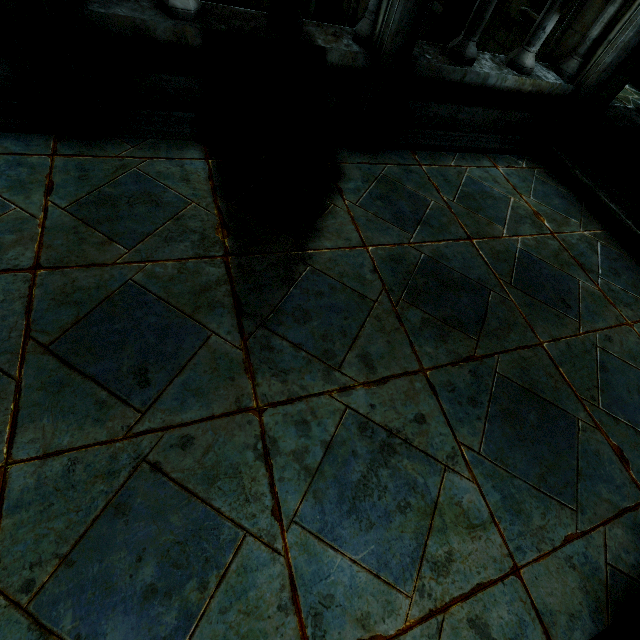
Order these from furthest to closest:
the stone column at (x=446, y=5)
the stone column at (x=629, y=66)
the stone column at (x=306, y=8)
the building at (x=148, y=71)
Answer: the stone column at (x=306, y=8), the stone column at (x=446, y=5), the stone column at (x=629, y=66), the building at (x=148, y=71)

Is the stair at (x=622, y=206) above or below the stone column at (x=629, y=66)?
below

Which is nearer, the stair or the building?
the building

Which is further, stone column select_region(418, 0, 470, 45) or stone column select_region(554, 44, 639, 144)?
stone column select_region(418, 0, 470, 45)

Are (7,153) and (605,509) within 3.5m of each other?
no

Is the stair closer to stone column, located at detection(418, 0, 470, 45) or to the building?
the building

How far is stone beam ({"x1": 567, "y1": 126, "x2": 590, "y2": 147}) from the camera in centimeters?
502cm

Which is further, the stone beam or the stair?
the stone beam
